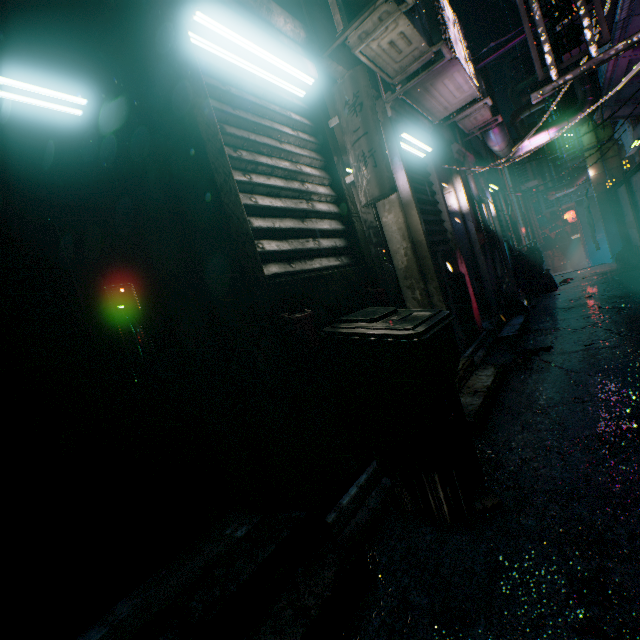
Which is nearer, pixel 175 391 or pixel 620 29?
pixel 175 391

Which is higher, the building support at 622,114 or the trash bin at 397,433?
the building support at 622,114

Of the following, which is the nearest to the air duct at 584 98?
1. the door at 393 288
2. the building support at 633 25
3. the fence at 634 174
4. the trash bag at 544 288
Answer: the building support at 633 25

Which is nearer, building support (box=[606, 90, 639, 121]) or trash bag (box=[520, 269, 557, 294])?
building support (box=[606, 90, 639, 121])

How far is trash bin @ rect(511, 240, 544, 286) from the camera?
7.16m

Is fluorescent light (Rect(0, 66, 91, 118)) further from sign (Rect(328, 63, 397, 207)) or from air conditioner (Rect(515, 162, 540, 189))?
air conditioner (Rect(515, 162, 540, 189))

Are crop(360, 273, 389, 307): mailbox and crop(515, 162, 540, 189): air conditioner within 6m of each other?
no

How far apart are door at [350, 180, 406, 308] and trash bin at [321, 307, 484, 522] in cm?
62
